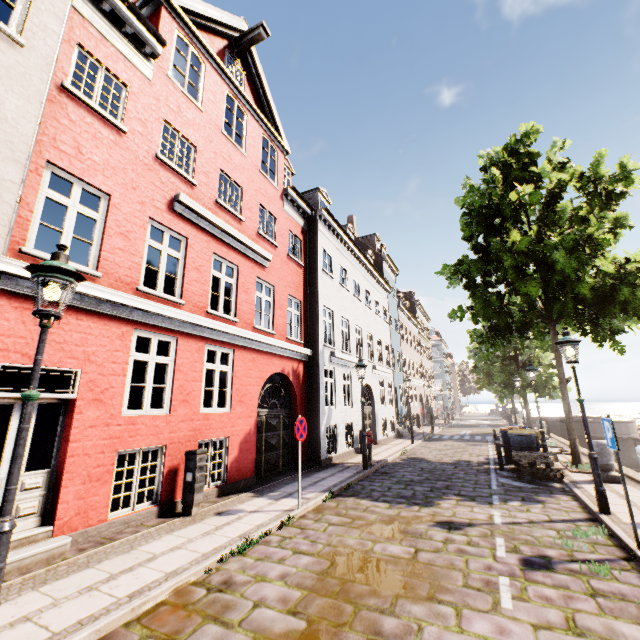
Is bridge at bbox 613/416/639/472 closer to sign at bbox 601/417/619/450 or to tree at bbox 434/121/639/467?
tree at bbox 434/121/639/467

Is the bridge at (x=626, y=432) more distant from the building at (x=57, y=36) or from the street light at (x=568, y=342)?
the street light at (x=568, y=342)

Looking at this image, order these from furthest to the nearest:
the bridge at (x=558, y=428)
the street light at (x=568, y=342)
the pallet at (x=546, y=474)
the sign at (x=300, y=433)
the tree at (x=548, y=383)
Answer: the bridge at (x=558, y=428)
the tree at (x=548, y=383)
the pallet at (x=546, y=474)
the sign at (x=300, y=433)
the street light at (x=568, y=342)

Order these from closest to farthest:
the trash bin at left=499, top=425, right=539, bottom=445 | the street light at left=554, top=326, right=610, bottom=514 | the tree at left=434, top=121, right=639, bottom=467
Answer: the street light at left=554, top=326, right=610, bottom=514 < the tree at left=434, top=121, right=639, bottom=467 < the trash bin at left=499, top=425, right=539, bottom=445

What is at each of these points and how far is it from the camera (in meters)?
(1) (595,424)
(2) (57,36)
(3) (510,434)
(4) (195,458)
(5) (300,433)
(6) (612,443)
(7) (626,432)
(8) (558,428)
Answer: (1) bridge, 22.19
(2) building, 5.48
(3) trash bin, 11.63
(4) electrical box, 6.98
(5) sign, 7.41
(6) sign, 5.23
(7) bridge, 21.30
(8) bridge, 23.30

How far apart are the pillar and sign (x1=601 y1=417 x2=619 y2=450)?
5.11m

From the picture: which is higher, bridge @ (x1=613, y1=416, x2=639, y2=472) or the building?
the building

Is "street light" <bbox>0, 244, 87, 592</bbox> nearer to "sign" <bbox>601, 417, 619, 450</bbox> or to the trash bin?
"sign" <bbox>601, 417, 619, 450</bbox>
